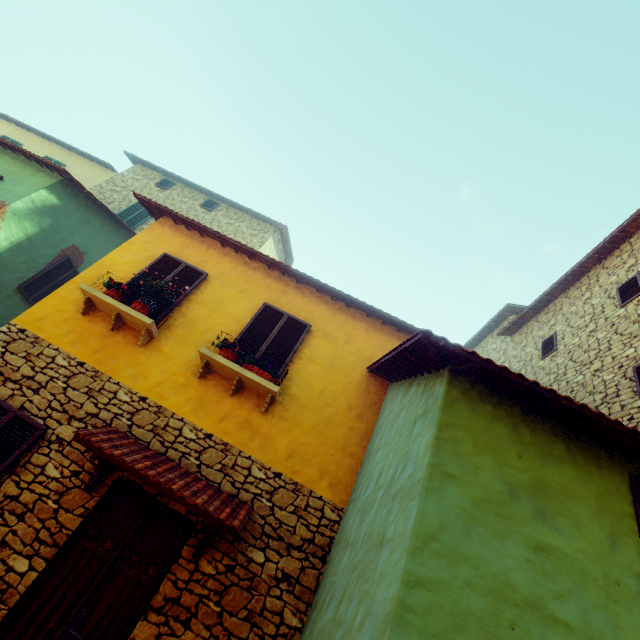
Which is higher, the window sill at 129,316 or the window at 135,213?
the window at 135,213

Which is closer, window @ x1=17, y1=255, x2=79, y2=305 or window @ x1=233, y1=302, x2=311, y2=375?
window @ x1=233, y1=302, x2=311, y2=375

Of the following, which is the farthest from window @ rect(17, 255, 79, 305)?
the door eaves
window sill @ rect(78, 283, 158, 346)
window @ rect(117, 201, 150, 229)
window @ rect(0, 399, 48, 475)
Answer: the door eaves

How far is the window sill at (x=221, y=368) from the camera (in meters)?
5.29

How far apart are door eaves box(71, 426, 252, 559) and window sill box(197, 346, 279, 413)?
1.2 meters

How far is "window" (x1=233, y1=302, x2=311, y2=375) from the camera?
6.0m

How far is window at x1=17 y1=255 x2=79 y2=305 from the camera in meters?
9.5

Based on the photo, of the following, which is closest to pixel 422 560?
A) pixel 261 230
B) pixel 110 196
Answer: pixel 261 230
